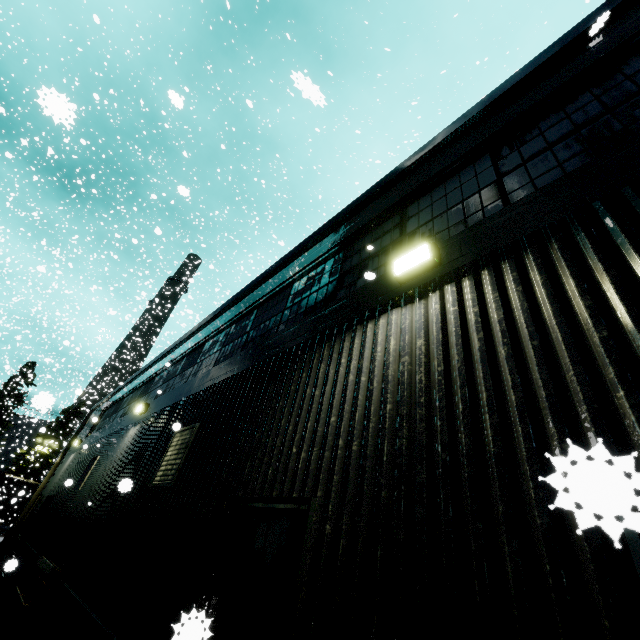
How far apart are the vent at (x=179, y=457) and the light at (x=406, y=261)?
4.2m

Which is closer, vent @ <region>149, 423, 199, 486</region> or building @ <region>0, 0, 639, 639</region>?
building @ <region>0, 0, 639, 639</region>

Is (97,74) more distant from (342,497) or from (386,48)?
(342,497)

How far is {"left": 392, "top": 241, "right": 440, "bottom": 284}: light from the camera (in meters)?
3.20

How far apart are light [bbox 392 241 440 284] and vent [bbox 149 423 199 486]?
4.2m

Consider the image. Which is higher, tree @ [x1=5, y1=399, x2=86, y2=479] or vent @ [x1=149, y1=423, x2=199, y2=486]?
tree @ [x1=5, y1=399, x2=86, y2=479]

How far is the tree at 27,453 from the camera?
40.5m

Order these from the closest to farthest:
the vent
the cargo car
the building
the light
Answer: the building → the light → the vent → the cargo car
